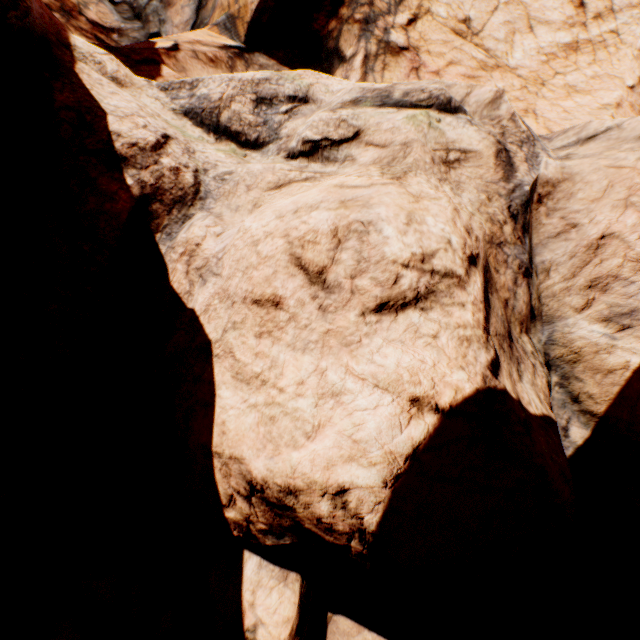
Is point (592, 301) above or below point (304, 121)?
below
